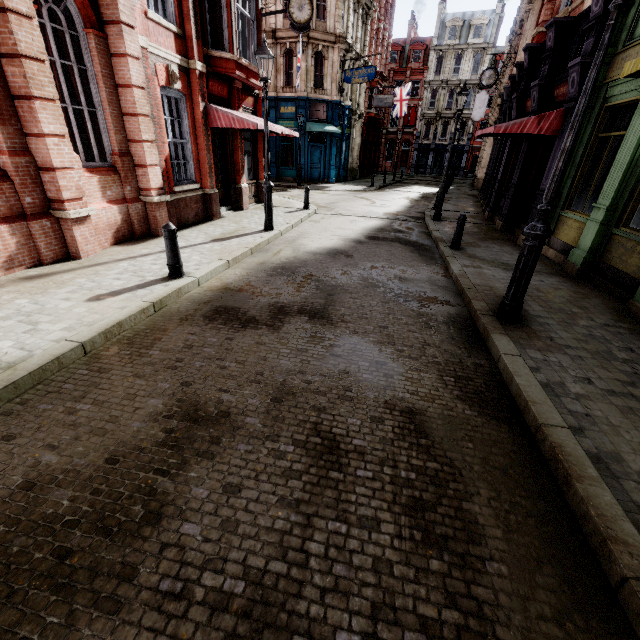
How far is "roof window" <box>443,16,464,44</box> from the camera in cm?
4391

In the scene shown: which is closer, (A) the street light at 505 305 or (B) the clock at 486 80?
(A) the street light at 505 305

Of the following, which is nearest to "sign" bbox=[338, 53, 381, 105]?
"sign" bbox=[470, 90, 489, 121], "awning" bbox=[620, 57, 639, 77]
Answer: "sign" bbox=[470, 90, 489, 121]

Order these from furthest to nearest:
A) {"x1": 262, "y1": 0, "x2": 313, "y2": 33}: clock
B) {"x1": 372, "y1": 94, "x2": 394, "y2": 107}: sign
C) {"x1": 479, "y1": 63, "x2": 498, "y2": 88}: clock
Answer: {"x1": 372, "y1": 94, "x2": 394, "y2": 107}: sign, {"x1": 479, "y1": 63, "x2": 498, "y2": 88}: clock, {"x1": 262, "y1": 0, "x2": 313, "y2": 33}: clock

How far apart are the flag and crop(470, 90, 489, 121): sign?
7.6m

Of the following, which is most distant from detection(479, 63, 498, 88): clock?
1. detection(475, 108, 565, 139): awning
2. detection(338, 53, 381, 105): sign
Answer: detection(475, 108, 565, 139): awning

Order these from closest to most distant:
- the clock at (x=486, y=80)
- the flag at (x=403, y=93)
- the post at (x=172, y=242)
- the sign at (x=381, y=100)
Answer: the post at (x=172, y=242)
the clock at (x=486, y=80)
the sign at (x=381, y=100)
the flag at (x=403, y=93)

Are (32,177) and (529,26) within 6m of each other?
no
